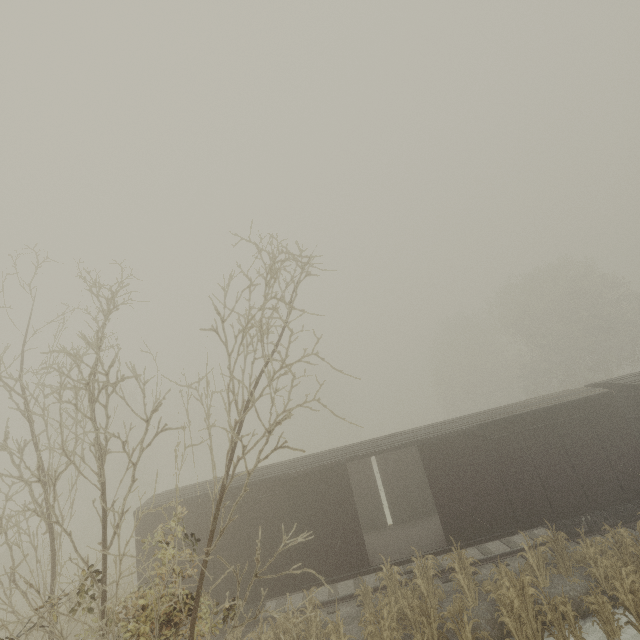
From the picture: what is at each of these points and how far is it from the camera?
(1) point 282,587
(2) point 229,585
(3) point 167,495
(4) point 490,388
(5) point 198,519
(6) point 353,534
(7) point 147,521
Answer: (1) boxcar, 10.8m
(2) boxcar, 10.9m
(3) boxcar, 12.5m
(4) tree, 54.0m
(5) boxcar, 11.5m
(6) boxcar, 11.2m
(7) boxcar, 11.6m

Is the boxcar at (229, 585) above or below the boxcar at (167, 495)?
below

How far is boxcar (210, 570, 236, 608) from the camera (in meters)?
10.78

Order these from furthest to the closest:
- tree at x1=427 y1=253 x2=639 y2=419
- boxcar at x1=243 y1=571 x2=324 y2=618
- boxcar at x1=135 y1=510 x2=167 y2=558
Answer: tree at x1=427 y1=253 x2=639 y2=419 → boxcar at x1=135 y1=510 x2=167 y2=558 → boxcar at x1=243 y1=571 x2=324 y2=618

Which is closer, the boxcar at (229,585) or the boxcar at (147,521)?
the boxcar at (229,585)

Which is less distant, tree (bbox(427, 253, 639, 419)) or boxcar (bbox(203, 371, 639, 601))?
boxcar (bbox(203, 371, 639, 601))
